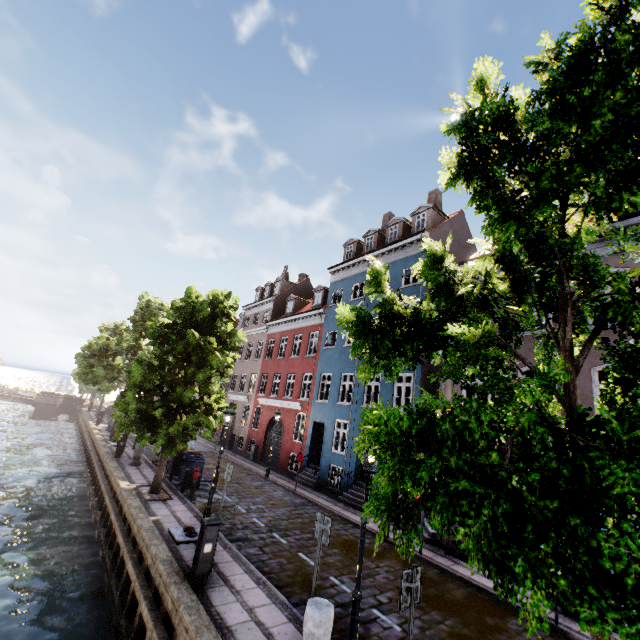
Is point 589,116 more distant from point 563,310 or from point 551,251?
point 563,310

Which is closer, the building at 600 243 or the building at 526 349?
the building at 600 243

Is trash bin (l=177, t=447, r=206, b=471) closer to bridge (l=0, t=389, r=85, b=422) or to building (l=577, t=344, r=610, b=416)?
building (l=577, t=344, r=610, b=416)

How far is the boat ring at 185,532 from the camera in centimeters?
894cm

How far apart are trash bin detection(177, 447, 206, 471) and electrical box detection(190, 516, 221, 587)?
7.8m

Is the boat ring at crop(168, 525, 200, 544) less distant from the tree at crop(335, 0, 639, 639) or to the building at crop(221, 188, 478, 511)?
the tree at crop(335, 0, 639, 639)

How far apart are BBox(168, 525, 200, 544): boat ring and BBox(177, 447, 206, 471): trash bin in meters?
4.9 m

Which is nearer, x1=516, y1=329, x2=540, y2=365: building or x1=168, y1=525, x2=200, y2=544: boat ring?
x1=168, y1=525, x2=200, y2=544: boat ring
